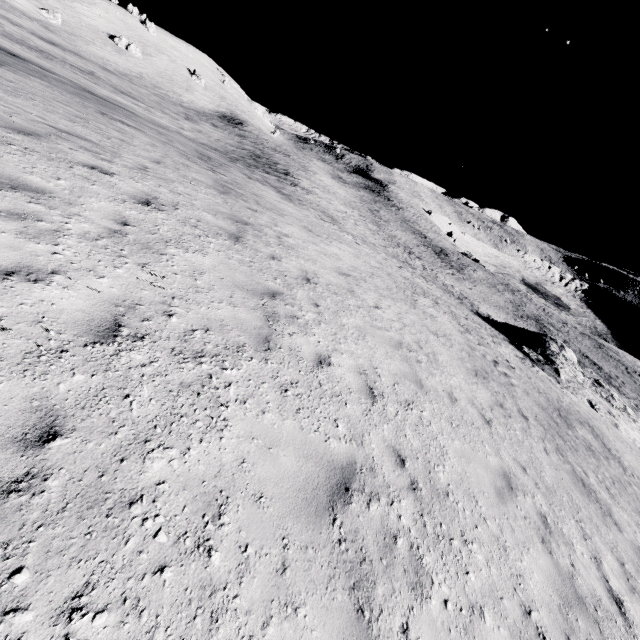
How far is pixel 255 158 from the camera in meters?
51.7
